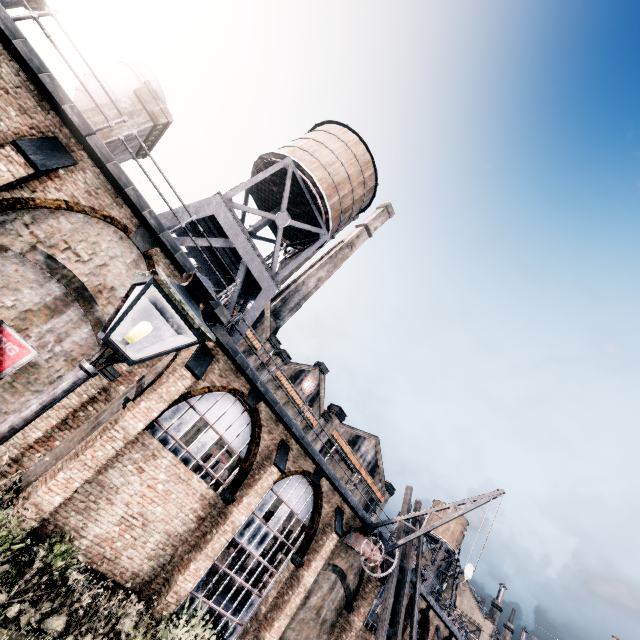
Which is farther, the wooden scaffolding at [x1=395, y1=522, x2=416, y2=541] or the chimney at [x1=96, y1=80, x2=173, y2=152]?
the wooden scaffolding at [x1=395, y1=522, x2=416, y2=541]

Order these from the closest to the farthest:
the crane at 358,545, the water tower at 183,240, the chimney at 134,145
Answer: the chimney at 134,145, the water tower at 183,240, the crane at 358,545

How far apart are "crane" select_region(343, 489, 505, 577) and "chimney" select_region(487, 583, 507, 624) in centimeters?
6080cm

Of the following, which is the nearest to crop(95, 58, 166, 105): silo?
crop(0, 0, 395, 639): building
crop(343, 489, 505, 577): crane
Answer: crop(0, 0, 395, 639): building

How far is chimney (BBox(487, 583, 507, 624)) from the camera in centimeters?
5634cm

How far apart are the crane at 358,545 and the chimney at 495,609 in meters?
60.8 m

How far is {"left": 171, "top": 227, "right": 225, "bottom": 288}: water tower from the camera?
15.0 meters

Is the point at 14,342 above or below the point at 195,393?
below
